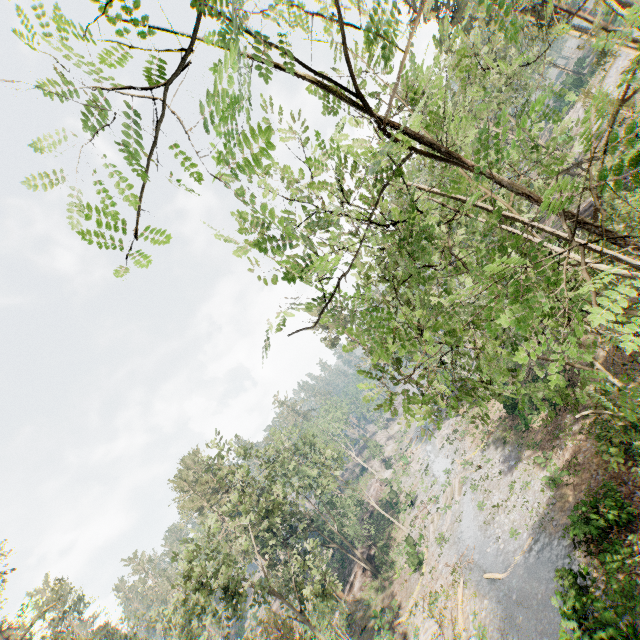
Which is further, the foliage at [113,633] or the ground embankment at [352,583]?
the ground embankment at [352,583]

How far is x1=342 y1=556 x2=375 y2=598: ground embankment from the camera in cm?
3606

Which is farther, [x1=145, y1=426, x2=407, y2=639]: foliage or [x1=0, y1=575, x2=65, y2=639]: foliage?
[x1=0, y1=575, x2=65, y2=639]: foliage

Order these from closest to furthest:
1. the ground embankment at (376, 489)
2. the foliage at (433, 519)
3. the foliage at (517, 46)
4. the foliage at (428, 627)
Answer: the foliage at (517, 46) < the foliage at (428, 627) < the foliage at (433, 519) < the ground embankment at (376, 489)

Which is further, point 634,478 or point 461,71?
point 634,478

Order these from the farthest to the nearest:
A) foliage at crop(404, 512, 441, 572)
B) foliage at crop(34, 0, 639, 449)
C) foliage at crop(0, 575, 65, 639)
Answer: foliage at crop(0, 575, 65, 639) < foliage at crop(404, 512, 441, 572) < foliage at crop(34, 0, 639, 449)
